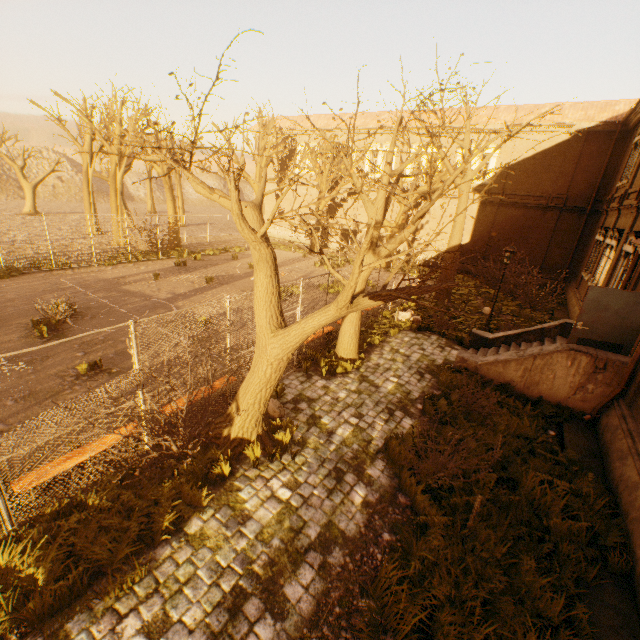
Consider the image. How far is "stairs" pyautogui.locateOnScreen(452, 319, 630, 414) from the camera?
8.5m

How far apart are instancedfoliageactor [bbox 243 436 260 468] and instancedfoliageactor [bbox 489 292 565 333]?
16.15m

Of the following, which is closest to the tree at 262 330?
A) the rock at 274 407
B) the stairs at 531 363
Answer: the rock at 274 407

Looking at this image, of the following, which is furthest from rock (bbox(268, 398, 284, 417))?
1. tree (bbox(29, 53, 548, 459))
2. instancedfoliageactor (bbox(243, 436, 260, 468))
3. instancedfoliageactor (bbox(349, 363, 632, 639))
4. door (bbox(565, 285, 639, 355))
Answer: door (bbox(565, 285, 639, 355))

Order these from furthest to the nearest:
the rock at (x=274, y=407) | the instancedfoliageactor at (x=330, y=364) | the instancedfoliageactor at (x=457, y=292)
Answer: the instancedfoliageactor at (x=457, y=292), the instancedfoliageactor at (x=330, y=364), the rock at (x=274, y=407)

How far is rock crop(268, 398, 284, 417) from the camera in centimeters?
771cm

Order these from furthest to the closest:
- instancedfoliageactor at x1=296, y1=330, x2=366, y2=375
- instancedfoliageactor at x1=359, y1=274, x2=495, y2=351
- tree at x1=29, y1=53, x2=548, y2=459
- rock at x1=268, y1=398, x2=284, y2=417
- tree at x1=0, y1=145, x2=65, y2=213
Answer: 1. tree at x1=0, y1=145, x2=65, y2=213
2. instancedfoliageactor at x1=359, y1=274, x2=495, y2=351
3. instancedfoliageactor at x1=296, y1=330, x2=366, y2=375
4. rock at x1=268, y1=398, x2=284, y2=417
5. tree at x1=29, y1=53, x2=548, y2=459

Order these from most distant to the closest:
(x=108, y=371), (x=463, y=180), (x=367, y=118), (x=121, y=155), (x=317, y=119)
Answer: (x=317, y=119), (x=367, y=118), (x=463, y=180), (x=108, y=371), (x=121, y=155)
